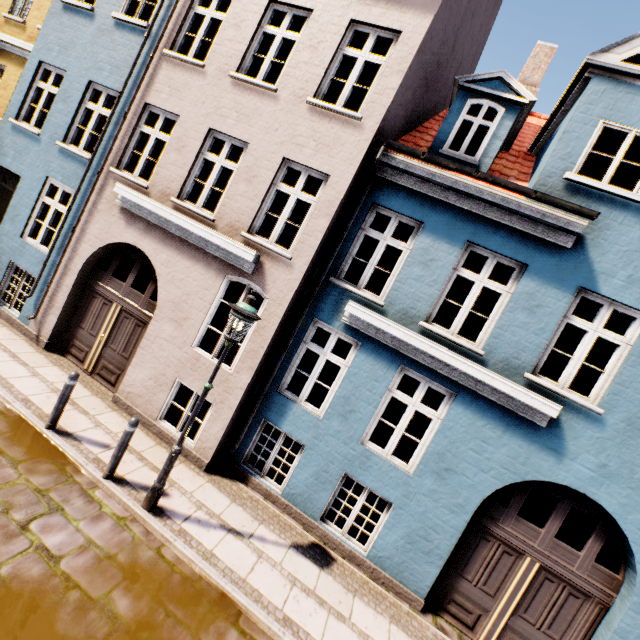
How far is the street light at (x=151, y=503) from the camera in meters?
4.8

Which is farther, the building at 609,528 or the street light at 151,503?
the building at 609,528

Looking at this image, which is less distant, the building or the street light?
the street light

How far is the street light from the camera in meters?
4.8 m

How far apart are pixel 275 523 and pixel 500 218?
7.14m
